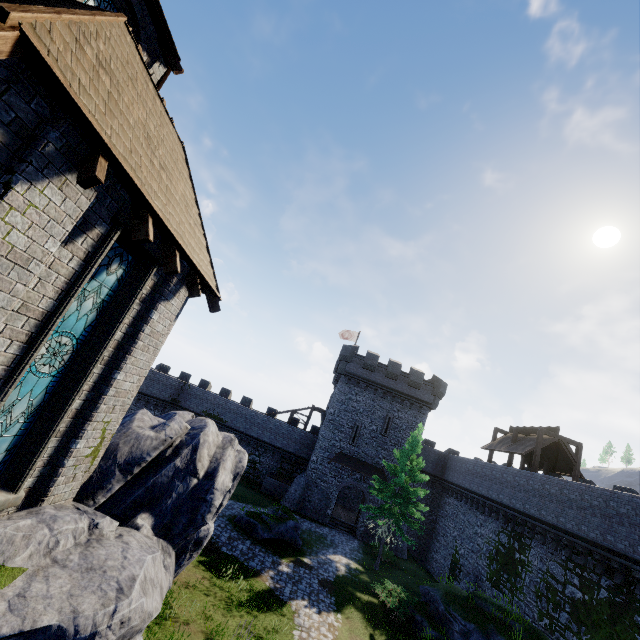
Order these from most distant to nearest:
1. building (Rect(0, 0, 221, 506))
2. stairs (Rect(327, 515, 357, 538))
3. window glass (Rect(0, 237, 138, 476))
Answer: stairs (Rect(327, 515, 357, 538)) < window glass (Rect(0, 237, 138, 476)) < building (Rect(0, 0, 221, 506))

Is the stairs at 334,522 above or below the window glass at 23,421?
below

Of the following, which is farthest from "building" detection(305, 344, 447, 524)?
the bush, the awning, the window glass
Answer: the window glass

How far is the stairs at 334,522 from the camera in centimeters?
3002cm

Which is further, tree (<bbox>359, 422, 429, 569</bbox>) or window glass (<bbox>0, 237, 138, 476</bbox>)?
tree (<bbox>359, 422, 429, 569</bbox>)

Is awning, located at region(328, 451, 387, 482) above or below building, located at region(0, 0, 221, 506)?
below

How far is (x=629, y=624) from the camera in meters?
13.3

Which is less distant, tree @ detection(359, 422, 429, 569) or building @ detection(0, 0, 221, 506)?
building @ detection(0, 0, 221, 506)
